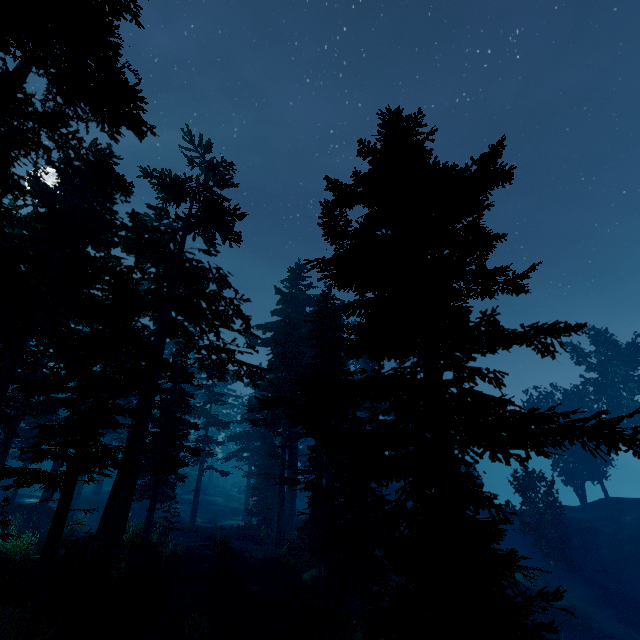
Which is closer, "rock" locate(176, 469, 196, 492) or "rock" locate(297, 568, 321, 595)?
"rock" locate(297, 568, 321, 595)

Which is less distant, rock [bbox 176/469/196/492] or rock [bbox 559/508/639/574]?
rock [bbox 559/508/639/574]

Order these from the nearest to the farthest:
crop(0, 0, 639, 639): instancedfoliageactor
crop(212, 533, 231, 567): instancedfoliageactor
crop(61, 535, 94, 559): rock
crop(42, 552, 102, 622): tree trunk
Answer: crop(0, 0, 639, 639): instancedfoliageactor
crop(42, 552, 102, 622): tree trunk
crop(61, 535, 94, 559): rock
crop(212, 533, 231, 567): instancedfoliageactor

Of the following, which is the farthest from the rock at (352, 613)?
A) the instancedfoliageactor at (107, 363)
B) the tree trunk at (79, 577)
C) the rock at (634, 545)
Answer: the rock at (634, 545)

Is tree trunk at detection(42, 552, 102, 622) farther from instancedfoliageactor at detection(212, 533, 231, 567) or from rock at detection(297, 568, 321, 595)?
rock at detection(297, 568, 321, 595)

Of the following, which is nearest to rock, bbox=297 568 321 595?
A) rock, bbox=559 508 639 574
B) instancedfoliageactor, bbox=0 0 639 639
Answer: instancedfoliageactor, bbox=0 0 639 639

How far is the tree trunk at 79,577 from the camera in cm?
865

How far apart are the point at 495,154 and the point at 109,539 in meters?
17.4
